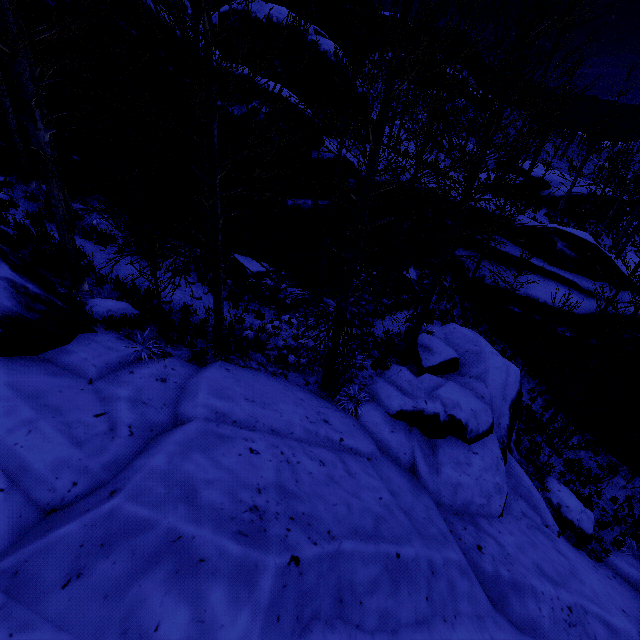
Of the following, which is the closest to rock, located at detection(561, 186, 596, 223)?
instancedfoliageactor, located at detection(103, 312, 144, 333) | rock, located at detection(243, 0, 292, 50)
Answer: rock, located at detection(243, 0, 292, 50)

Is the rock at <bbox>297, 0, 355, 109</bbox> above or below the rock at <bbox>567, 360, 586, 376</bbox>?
above

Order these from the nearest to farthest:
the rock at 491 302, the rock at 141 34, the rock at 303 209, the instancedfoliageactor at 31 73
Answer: the instancedfoliageactor at 31 73 → the rock at 141 34 → the rock at 303 209 → the rock at 491 302

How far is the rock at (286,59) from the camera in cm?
1755

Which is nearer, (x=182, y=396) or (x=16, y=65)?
(x=16, y=65)

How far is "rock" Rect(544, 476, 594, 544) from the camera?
10.2m

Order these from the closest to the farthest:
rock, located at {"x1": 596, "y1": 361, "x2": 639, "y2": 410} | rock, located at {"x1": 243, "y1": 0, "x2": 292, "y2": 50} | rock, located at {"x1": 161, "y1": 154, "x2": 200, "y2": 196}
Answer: rock, located at {"x1": 161, "y1": 154, "x2": 200, "y2": 196} < rock, located at {"x1": 596, "y1": 361, "x2": 639, "y2": 410} < rock, located at {"x1": 243, "y1": 0, "x2": 292, "y2": 50}

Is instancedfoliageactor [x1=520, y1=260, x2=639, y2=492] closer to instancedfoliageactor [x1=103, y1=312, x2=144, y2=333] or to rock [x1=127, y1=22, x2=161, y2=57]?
rock [x1=127, y1=22, x2=161, y2=57]
